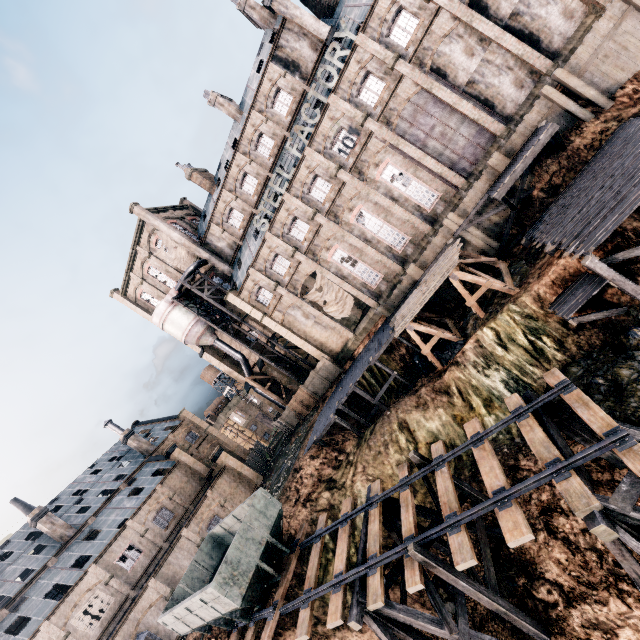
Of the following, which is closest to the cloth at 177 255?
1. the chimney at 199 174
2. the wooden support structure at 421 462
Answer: the chimney at 199 174

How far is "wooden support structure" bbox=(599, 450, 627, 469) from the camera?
12.7m

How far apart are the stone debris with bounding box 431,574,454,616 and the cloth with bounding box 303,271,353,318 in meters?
23.2

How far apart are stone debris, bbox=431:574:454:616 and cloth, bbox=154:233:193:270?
40.6 meters

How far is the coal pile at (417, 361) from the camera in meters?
25.4 m

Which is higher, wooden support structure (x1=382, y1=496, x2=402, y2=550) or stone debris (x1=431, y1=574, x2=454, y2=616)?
wooden support structure (x1=382, y1=496, x2=402, y2=550)

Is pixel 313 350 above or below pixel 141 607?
below

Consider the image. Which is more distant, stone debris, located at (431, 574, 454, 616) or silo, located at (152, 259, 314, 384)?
silo, located at (152, 259, 314, 384)
